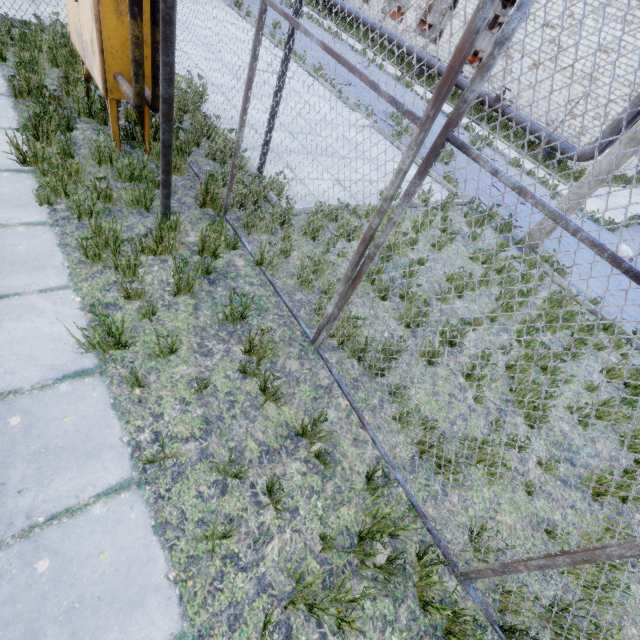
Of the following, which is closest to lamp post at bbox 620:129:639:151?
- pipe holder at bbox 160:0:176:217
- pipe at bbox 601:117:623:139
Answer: pipe holder at bbox 160:0:176:217

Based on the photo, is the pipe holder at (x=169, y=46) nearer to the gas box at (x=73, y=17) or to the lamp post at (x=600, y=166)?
the gas box at (x=73, y=17)

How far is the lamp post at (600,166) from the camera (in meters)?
6.75

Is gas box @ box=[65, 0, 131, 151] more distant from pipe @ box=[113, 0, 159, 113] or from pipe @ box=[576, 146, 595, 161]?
pipe @ box=[576, 146, 595, 161]

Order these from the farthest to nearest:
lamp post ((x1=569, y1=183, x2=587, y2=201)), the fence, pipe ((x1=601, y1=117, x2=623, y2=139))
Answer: pipe ((x1=601, y1=117, x2=623, y2=139)) → lamp post ((x1=569, y1=183, x2=587, y2=201)) → the fence

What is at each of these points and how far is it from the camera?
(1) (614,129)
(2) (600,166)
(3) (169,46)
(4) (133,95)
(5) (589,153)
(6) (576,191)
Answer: (1) pipe, 16.14m
(2) lamp post, 6.88m
(3) pipe holder, 2.75m
(4) pipe, 3.63m
(5) pipe, 17.05m
(6) lamp post, 7.27m

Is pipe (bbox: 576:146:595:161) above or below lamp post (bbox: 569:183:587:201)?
below

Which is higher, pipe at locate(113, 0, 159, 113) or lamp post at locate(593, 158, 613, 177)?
lamp post at locate(593, 158, 613, 177)
